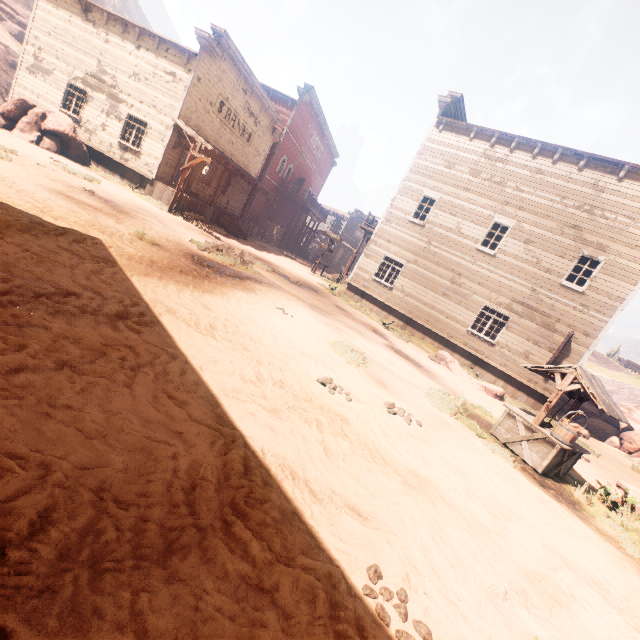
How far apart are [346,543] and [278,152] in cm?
2947

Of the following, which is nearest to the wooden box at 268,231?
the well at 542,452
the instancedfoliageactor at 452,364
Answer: the instancedfoliageactor at 452,364

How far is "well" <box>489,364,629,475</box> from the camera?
6.60m

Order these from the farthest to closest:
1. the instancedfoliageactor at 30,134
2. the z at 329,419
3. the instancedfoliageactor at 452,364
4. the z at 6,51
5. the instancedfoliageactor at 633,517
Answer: the z at 6,51, the instancedfoliageactor at 30,134, the instancedfoliageactor at 452,364, the instancedfoliageactor at 633,517, the z at 329,419

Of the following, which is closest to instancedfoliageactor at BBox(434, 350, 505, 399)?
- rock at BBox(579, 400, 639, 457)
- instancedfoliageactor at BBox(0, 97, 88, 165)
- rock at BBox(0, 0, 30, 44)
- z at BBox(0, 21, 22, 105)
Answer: z at BBox(0, 21, 22, 105)

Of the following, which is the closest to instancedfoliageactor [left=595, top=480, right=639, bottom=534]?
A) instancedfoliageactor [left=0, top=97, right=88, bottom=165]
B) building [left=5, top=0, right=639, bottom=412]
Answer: building [left=5, top=0, right=639, bottom=412]

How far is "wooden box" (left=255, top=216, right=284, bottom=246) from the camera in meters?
28.4 m

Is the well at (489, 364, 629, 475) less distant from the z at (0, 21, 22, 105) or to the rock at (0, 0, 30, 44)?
the z at (0, 21, 22, 105)
